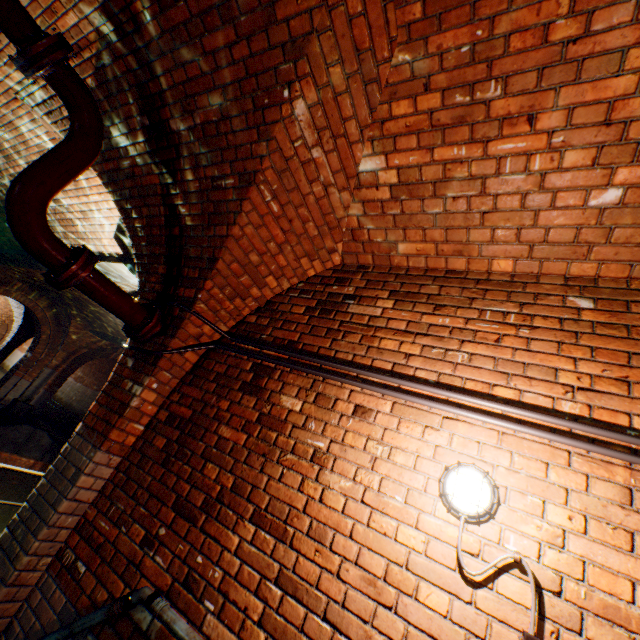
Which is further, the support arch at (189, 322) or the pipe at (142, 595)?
the support arch at (189, 322)

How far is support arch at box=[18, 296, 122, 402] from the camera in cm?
1347

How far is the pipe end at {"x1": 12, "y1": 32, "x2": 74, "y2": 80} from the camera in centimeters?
204cm

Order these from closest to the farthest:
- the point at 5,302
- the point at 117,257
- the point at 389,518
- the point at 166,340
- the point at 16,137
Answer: the point at 389,518, the point at 166,340, the point at 16,137, the point at 117,257, the point at 5,302

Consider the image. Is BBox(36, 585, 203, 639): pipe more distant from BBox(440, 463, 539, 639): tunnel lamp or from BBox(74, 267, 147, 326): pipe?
BBox(74, 267, 147, 326): pipe

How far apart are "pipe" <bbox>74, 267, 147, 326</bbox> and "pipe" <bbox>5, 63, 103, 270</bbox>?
0.2 meters

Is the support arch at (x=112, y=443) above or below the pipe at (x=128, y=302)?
below

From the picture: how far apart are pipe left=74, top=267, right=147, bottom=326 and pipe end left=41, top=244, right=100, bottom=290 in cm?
1
